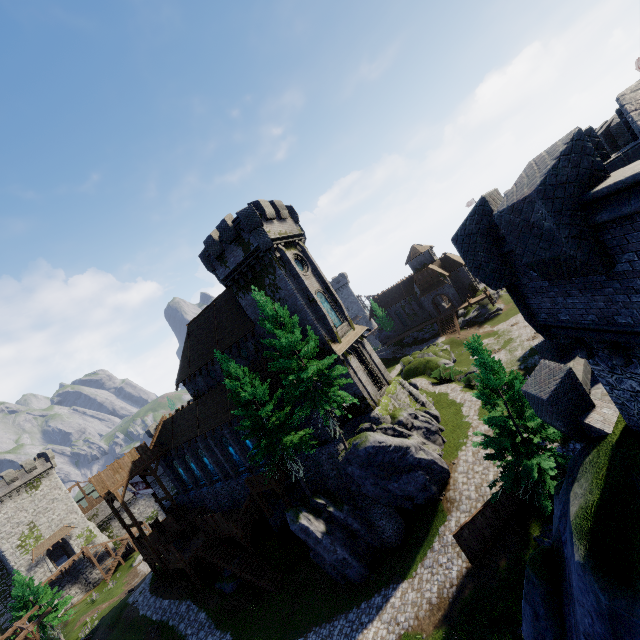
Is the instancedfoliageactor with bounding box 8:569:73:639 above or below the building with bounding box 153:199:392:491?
below

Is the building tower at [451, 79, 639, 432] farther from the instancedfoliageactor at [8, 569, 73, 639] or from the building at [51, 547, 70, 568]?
the building at [51, 547, 70, 568]

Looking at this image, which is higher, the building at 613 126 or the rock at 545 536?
the building at 613 126

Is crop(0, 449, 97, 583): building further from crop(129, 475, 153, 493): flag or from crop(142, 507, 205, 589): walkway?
crop(129, 475, 153, 493): flag

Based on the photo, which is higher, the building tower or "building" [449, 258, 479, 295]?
the building tower

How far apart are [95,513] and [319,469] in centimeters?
5546cm

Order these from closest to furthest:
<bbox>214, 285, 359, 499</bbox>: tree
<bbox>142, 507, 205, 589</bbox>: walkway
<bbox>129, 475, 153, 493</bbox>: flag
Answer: <bbox>214, 285, 359, 499</bbox>: tree, <bbox>142, 507, 205, 589</bbox>: walkway, <bbox>129, 475, 153, 493</bbox>: flag

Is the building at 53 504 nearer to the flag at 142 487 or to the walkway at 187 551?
the walkway at 187 551
